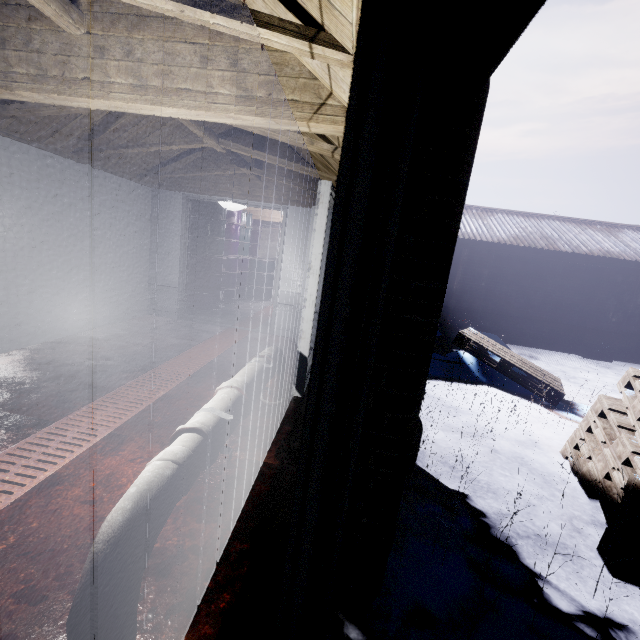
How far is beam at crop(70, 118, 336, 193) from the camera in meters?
3.2

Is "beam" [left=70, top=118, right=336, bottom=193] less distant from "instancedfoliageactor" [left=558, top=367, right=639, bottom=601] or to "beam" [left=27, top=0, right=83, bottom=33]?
"beam" [left=27, top=0, right=83, bottom=33]

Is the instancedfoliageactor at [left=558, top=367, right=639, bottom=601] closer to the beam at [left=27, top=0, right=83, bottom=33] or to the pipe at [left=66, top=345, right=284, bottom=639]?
the pipe at [left=66, top=345, right=284, bottom=639]

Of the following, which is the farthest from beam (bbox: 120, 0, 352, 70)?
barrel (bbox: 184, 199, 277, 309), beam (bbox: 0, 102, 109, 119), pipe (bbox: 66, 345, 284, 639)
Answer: barrel (bbox: 184, 199, 277, 309)

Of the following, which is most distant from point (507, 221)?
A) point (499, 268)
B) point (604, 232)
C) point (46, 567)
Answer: point (46, 567)

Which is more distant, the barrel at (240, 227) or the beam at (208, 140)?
the barrel at (240, 227)

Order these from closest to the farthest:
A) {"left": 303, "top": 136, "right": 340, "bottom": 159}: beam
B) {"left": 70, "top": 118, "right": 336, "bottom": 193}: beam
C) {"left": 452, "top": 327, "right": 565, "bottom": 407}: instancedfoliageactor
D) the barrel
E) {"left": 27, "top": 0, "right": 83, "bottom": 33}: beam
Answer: {"left": 27, "top": 0, "right": 83, "bottom": 33}: beam → {"left": 303, "top": 136, "right": 340, "bottom": 159}: beam → {"left": 70, "top": 118, "right": 336, "bottom": 193}: beam → {"left": 452, "top": 327, "right": 565, "bottom": 407}: instancedfoliageactor → the barrel

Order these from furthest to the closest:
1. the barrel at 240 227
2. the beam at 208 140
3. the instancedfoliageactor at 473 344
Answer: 1. the barrel at 240 227
2. the instancedfoliageactor at 473 344
3. the beam at 208 140
